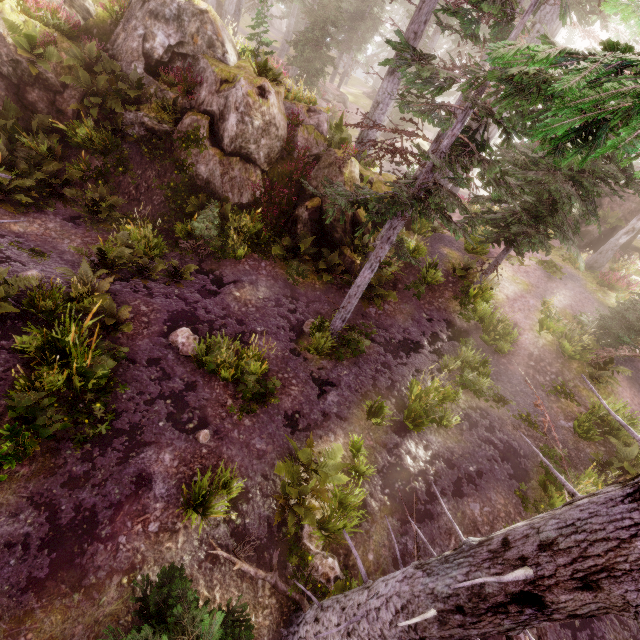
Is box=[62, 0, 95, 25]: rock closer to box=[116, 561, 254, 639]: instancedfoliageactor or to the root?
box=[116, 561, 254, 639]: instancedfoliageactor

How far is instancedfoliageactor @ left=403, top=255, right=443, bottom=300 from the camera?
13.0 meters

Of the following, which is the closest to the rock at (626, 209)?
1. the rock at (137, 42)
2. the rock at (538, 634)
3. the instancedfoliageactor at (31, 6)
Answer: the instancedfoliageactor at (31, 6)

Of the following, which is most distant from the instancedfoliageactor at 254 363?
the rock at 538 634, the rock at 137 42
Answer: the rock at 538 634

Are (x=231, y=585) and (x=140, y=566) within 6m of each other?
yes

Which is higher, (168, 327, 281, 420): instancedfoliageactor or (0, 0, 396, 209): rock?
(0, 0, 396, 209): rock

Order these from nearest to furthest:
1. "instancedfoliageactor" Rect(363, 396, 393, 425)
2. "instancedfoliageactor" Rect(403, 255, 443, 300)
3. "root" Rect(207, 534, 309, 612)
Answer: "root" Rect(207, 534, 309, 612)
"instancedfoliageactor" Rect(363, 396, 393, 425)
"instancedfoliageactor" Rect(403, 255, 443, 300)
